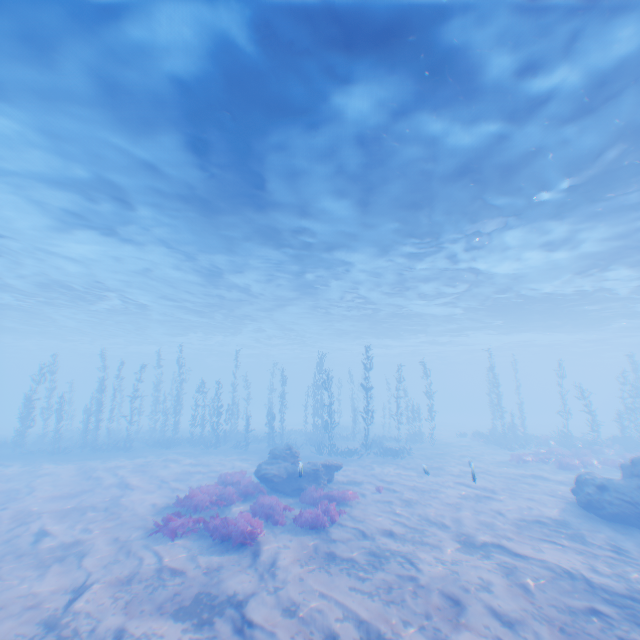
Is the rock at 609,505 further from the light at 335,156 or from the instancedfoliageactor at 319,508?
the instancedfoliageactor at 319,508

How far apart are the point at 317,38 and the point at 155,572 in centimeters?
1371cm

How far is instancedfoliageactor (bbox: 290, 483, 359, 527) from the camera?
10.79m

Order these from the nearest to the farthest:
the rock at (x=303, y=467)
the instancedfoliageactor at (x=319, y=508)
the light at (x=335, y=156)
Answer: the light at (x=335, y=156), the instancedfoliageactor at (x=319, y=508), the rock at (x=303, y=467)

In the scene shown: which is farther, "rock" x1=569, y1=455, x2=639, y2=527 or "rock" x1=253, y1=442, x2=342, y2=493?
"rock" x1=253, y1=442, x2=342, y2=493

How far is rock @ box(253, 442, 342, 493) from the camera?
14.6 meters

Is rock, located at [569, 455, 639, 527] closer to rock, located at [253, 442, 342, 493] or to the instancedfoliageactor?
the instancedfoliageactor

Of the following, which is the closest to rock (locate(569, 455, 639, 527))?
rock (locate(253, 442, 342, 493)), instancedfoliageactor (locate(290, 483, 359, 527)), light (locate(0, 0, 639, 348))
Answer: light (locate(0, 0, 639, 348))
